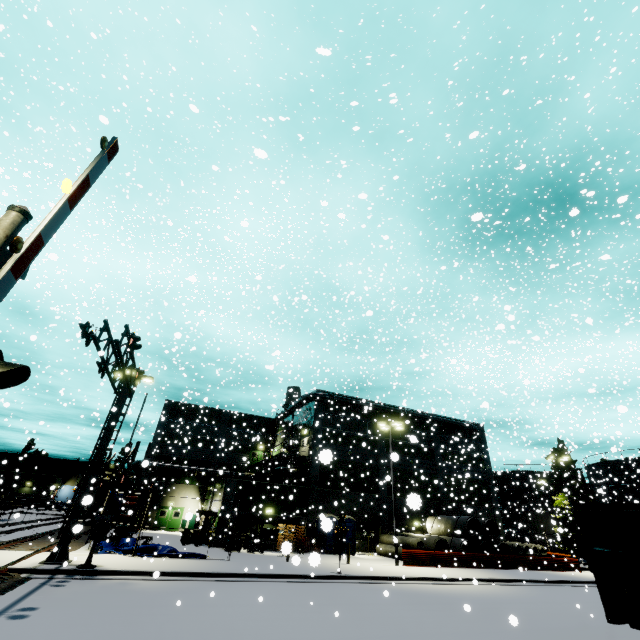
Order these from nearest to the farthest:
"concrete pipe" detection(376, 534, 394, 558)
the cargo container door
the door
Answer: the cargo container door < "concrete pipe" detection(376, 534, 394, 558) < the door

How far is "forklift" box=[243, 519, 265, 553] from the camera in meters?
24.5 m

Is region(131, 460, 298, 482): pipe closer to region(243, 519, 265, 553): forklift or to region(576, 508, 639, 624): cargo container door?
region(243, 519, 265, 553): forklift

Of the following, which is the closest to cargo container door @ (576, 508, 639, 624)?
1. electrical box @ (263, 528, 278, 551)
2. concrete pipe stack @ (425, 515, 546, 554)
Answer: concrete pipe stack @ (425, 515, 546, 554)

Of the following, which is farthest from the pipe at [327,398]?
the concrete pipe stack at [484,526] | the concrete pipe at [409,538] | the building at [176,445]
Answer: the concrete pipe at [409,538]

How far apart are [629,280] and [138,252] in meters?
52.4 m

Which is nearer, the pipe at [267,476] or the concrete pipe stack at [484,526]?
the concrete pipe stack at [484,526]

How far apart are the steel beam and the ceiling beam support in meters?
0.5 m
